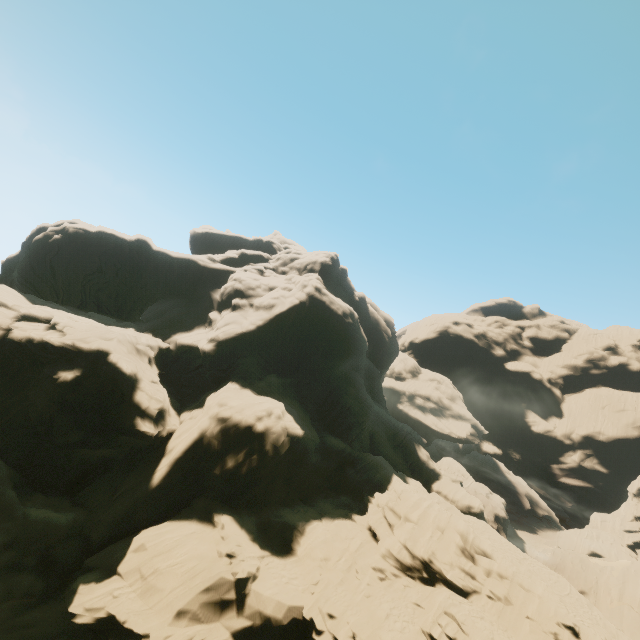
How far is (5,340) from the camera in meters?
24.3
